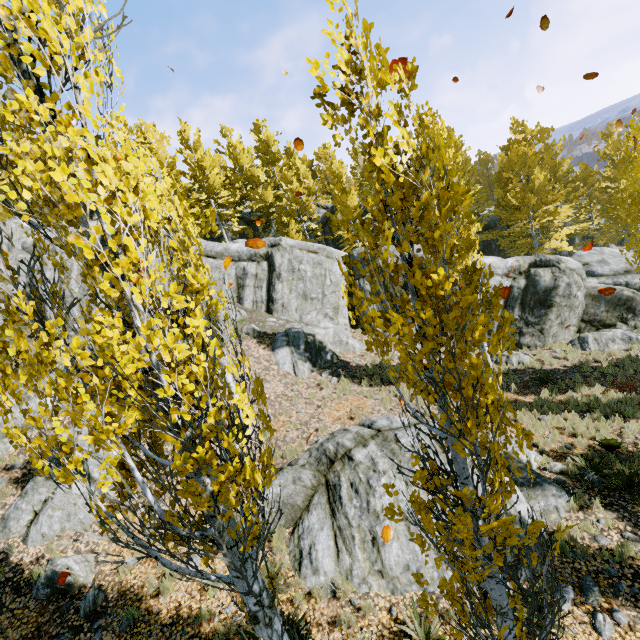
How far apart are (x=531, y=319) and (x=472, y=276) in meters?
17.0

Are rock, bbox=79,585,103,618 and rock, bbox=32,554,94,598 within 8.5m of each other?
yes

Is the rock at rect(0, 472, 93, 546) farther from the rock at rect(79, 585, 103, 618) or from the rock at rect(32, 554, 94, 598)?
the rock at rect(79, 585, 103, 618)

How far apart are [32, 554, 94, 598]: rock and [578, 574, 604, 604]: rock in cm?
980

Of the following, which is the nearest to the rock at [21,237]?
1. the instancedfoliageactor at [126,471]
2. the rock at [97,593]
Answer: the instancedfoliageactor at [126,471]

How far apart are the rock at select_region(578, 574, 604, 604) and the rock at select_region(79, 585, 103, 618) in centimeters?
924cm

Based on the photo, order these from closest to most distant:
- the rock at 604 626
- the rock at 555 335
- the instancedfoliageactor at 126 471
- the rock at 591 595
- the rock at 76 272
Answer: the instancedfoliageactor at 126 471, the rock at 604 626, the rock at 591 595, the rock at 555 335, the rock at 76 272

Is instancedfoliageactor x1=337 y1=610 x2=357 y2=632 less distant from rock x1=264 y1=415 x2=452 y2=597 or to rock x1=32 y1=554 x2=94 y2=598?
rock x1=264 y1=415 x2=452 y2=597
